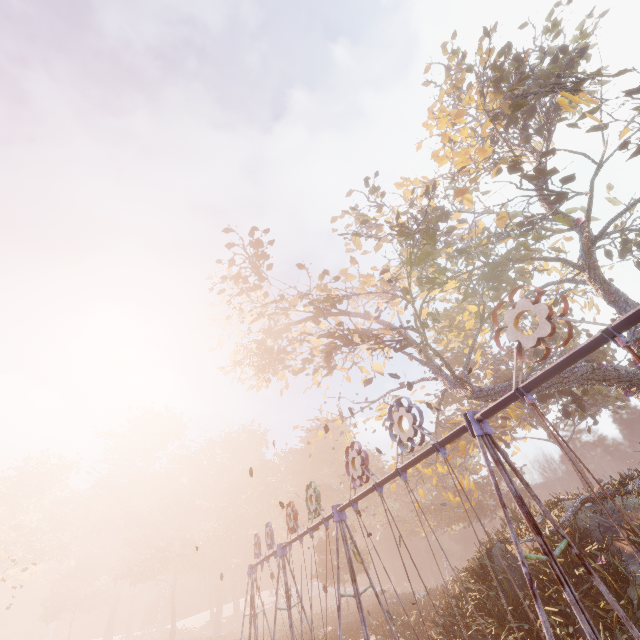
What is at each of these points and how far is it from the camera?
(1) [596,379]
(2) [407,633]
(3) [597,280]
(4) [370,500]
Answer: (1) tree, 15.8 meters
(2) instancedfoliageactor, 19.6 meters
(3) tree, 17.9 meters
(4) instancedfoliageactor, 49.9 meters

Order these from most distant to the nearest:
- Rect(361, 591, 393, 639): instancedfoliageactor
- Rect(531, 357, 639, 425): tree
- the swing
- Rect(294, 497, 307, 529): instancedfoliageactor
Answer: Rect(294, 497, 307, 529): instancedfoliageactor → Rect(361, 591, 393, 639): instancedfoliageactor → Rect(531, 357, 639, 425): tree → the swing

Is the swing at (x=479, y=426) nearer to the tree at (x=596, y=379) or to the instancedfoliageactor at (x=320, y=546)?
the tree at (x=596, y=379)

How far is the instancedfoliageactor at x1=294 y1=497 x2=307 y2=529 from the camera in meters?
49.6

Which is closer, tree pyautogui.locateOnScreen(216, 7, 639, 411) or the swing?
the swing

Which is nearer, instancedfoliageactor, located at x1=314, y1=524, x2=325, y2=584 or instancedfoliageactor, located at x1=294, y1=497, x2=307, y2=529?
instancedfoliageactor, located at x1=314, y1=524, x2=325, y2=584
